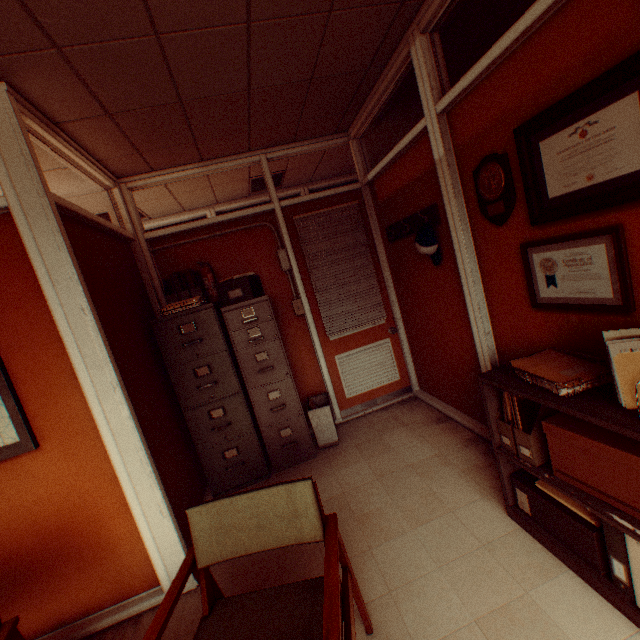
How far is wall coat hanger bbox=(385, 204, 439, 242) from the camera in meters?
2.9 m

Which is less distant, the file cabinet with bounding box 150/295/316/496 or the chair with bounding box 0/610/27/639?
the chair with bounding box 0/610/27/639

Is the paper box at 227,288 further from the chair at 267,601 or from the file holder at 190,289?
the chair at 267,601

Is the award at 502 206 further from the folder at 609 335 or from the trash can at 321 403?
the trash can at 321 403

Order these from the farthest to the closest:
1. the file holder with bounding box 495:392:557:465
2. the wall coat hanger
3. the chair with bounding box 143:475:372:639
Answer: the wall coat hanger, the file holder with bounding box 495:392:557:465, the chair with bounding box 143:475:372:639

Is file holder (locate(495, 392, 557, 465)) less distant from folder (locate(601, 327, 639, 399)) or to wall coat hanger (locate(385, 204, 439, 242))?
folder (locate(601, 327, 639, 399))

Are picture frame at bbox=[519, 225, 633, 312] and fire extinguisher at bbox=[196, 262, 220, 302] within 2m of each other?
no

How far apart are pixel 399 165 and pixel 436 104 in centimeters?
84cm
